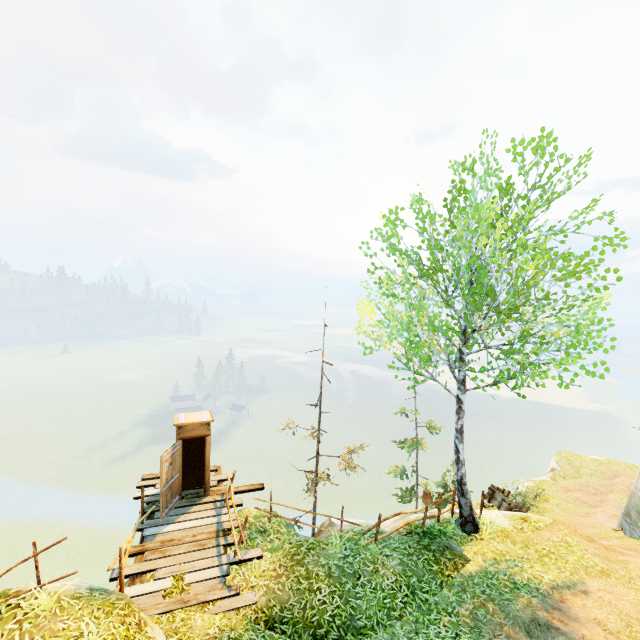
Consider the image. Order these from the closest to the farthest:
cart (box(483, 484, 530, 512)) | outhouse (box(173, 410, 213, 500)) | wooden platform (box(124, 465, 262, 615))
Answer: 1. wooden platform (box(124, 465, 262, 615))
2. outhouse (box(173, 410, 213, 500))
3. cart (box(483, 484, 530, 512))

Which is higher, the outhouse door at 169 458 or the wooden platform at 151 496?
the outhouse door at 169 458

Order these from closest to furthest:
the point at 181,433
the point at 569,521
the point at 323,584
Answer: the point at 323,584, the point at 181,433, the point at 569,521

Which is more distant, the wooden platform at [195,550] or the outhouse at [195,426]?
the outhouse at [195,426]

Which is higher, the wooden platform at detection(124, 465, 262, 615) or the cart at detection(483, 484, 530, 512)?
the wooden platform at detection(124, 465, 262, 615)

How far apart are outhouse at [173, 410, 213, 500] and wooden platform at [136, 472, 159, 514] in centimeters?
1cm

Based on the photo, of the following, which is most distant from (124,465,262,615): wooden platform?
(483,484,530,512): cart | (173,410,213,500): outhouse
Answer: (483,484,530,512): cart

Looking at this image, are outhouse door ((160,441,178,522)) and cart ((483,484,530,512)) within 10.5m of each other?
no
